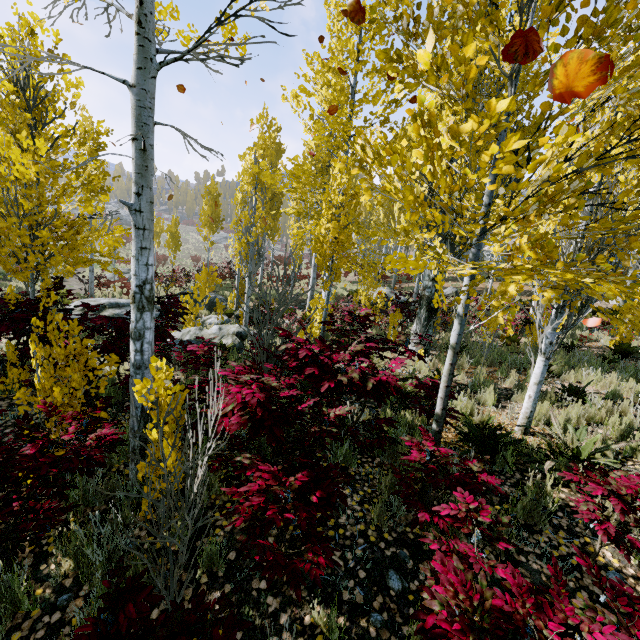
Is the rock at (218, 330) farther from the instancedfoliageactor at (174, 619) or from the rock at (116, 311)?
the rock at (116, 311)

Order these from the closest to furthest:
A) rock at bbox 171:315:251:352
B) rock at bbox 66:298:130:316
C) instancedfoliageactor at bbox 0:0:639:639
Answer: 1. instancedfoliageactor at bbox 0:0:639:639
2. rock at bbox 171:315:251:352
3. rock at bbox 66:298:130:316

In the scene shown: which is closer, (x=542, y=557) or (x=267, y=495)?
(x=267, y=495)

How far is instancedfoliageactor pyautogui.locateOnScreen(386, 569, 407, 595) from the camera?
2.76m

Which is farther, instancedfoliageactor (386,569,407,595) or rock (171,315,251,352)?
rock (171,315,251,352)

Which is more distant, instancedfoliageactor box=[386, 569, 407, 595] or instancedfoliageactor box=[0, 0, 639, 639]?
instancedfoliageactor box=[386, 569, 407, 595]
